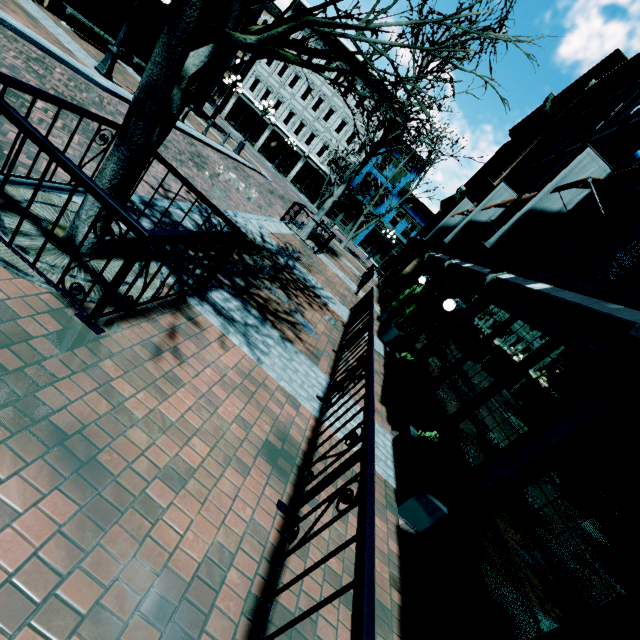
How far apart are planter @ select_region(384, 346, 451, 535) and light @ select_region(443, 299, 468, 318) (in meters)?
4.09

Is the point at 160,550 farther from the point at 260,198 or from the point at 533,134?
the point at 533,134

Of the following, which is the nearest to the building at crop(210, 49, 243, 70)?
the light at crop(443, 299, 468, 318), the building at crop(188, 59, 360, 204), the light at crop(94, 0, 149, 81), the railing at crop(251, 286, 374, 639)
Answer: the light at crop(443, 299, 468, 318)

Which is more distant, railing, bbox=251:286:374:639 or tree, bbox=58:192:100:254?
tree, bbox=58:192:100:254

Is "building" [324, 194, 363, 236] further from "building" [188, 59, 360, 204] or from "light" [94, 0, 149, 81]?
"light" [94, 0, 149, 81]

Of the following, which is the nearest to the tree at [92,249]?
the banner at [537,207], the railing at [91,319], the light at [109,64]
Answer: Answer: the railing at [91,319]

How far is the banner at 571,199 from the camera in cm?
738

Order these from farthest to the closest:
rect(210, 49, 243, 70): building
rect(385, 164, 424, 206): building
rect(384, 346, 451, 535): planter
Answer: rect(385, 164, 424, 206): building
rect(210, 49, 243, 70): building
rect(384, 346, 451, 535): planter
